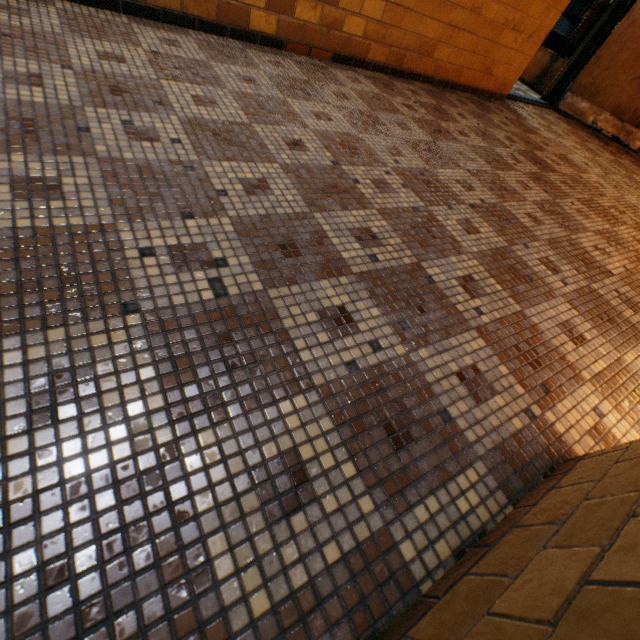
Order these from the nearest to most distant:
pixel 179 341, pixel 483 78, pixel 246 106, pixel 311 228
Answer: pixel 179 341 → pixel 311 228 → pixel 246 106 → pixel 483 78

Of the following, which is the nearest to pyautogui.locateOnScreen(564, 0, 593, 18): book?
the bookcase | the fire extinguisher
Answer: the bookcase

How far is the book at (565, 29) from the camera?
5.5m

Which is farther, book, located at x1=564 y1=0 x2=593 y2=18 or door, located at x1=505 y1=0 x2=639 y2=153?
book, located at x1=564 y1=0 x2=593 y2=18

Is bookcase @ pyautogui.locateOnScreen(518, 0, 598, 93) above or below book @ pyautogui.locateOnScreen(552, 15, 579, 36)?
below

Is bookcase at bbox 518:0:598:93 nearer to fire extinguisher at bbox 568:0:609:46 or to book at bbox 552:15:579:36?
book at bbox 552:15:579:36

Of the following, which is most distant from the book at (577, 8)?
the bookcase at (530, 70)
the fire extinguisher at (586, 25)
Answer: the fire extinguisher at (586, 25)

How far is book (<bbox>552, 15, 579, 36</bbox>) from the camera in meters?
5.5
